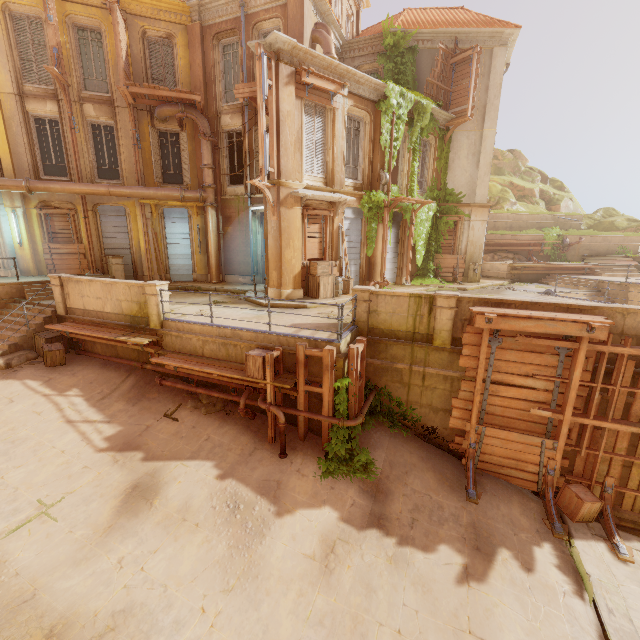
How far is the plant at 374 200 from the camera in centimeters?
1501cm

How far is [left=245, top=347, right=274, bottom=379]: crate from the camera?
8.3m

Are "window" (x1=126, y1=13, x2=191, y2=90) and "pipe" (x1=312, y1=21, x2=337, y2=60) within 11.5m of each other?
yes

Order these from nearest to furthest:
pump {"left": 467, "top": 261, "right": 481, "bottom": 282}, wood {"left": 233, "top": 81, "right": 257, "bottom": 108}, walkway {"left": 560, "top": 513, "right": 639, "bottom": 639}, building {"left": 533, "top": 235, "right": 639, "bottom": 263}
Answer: walkway {"left": 560, "top": 513, "right": 639, "bottom": 639} → wood {"left": 233, "top": 81, "right": 257, "bottom": 108} → pump {"left": 467, "top": 261, "right": 481, "bottom": 282} → building {"left": 533, "top": 235, "right": 639, "bottom": 263}

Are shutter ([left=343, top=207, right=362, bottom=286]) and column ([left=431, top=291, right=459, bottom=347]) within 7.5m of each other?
yes

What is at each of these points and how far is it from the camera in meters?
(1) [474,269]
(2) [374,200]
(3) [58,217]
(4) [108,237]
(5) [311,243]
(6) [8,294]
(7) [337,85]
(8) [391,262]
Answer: (1) pump, 19.0
(2) plant, 15.1
(3) wood, 15.7
(4) shutter, 16.6
(5) wood, 14.0
(6) building, 13.1
(7) trim, 12.6
(8) shutter, 17.6

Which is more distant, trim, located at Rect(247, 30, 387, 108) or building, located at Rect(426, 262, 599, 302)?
building, located at Rect(426, 262, 599, 302)

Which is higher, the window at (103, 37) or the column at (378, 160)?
the window at (103, 37)
